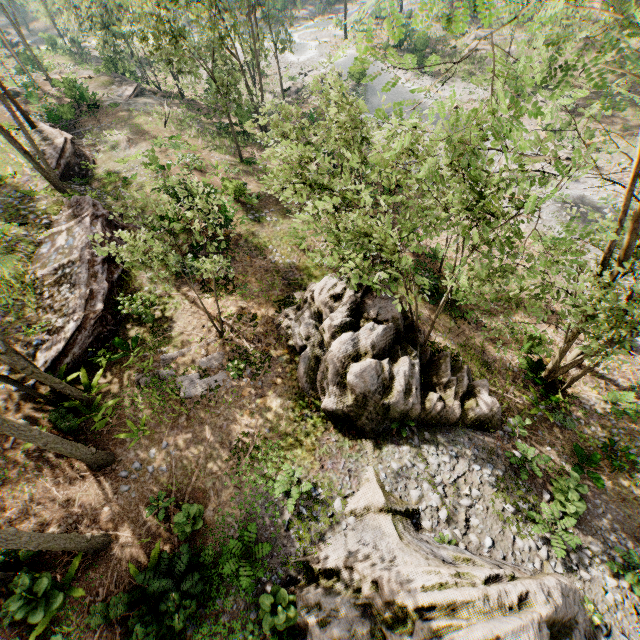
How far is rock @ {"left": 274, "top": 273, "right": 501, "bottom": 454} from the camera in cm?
1170

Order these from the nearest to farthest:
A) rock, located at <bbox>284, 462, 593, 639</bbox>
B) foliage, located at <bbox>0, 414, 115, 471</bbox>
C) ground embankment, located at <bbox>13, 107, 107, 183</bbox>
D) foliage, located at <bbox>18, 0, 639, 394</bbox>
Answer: foliage, located at <bbox>18, 0, 639, 394</bbox> → rock, located at <bbox>284, 462, 593, 639</bbox> → foliage, located at <bbox>0, 414, 115, 471</bbox> → ground embankment, located at <bbox>13, 107, 107, 183</bbox>

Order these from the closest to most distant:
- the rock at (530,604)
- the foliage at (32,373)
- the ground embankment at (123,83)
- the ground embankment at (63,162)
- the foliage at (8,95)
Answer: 1. the rock at (530,604)
2. the foliage at (32,373)
3. the foliage at (8,95)
4. the ground embankment at (63,162)
5. the ground embankment at (123,83)

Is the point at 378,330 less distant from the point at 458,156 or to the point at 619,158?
the point at 458,156

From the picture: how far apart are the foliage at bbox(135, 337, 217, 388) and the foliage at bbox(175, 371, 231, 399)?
0.14m

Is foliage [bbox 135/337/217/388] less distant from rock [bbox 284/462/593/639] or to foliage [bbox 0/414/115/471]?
foliage [bbox 0/414/115/471]

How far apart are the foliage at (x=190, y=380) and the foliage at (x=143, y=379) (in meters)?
0.14

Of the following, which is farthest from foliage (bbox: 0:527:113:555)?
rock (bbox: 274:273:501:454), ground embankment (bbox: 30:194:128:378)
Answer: rock (bbox: 274:273:501:454)
